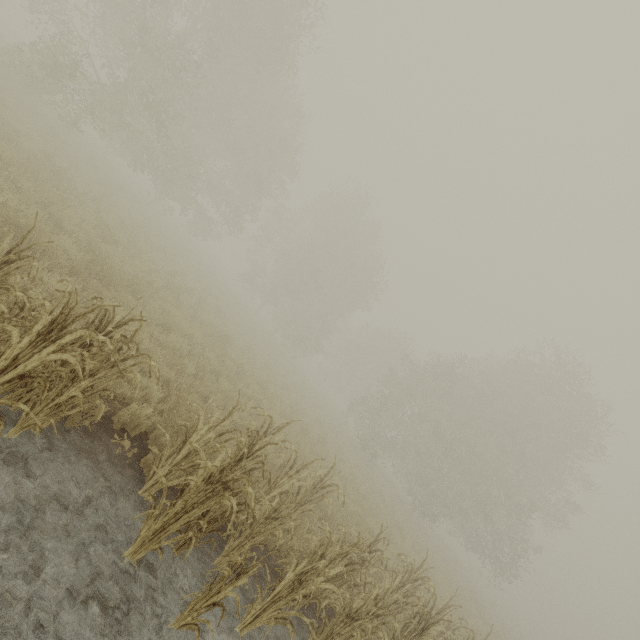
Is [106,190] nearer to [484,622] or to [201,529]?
[201,529]
